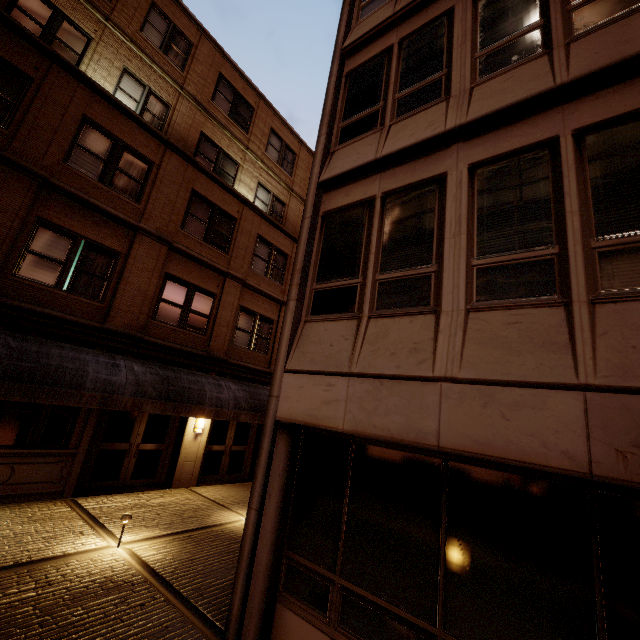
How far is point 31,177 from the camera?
8.44m
